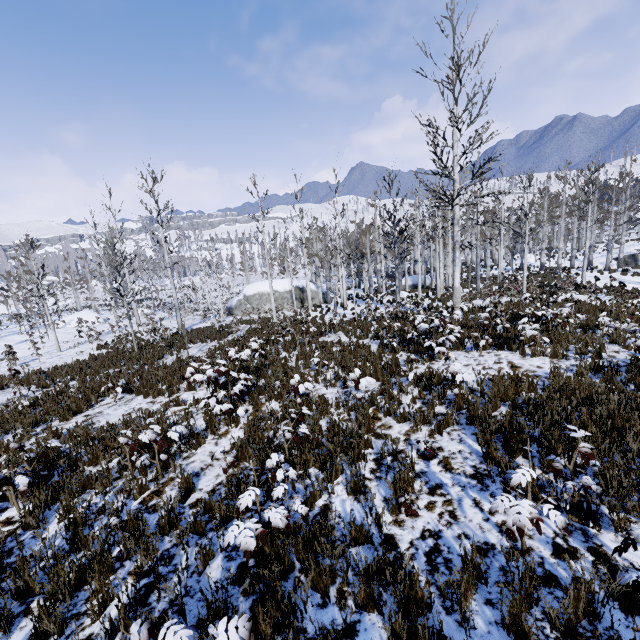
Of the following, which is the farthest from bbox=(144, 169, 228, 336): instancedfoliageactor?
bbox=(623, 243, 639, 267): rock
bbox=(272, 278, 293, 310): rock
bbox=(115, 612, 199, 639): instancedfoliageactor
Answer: bbox=(623, 243, 639, 267): rock

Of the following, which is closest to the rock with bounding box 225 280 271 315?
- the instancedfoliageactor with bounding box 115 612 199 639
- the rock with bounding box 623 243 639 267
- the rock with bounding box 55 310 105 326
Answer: the rock with bounding box 55 310 105 326

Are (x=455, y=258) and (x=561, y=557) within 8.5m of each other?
no

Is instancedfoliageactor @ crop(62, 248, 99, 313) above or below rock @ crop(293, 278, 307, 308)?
above

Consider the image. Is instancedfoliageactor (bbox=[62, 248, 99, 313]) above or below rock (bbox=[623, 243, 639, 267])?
above

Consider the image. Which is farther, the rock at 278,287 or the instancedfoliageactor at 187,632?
the rock at 278,287

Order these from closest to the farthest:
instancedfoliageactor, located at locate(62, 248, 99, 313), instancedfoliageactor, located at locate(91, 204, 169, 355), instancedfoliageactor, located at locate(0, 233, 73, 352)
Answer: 1. instancedfoliageactor, located at locate(91, 204, 169, 355)
2. instancedfoliageactor, located at locate(0, 233, 73, 352)
3. instancedfoliageactor, located at locate(62, 248, 99, 313)

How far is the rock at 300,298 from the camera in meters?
34.5 m
